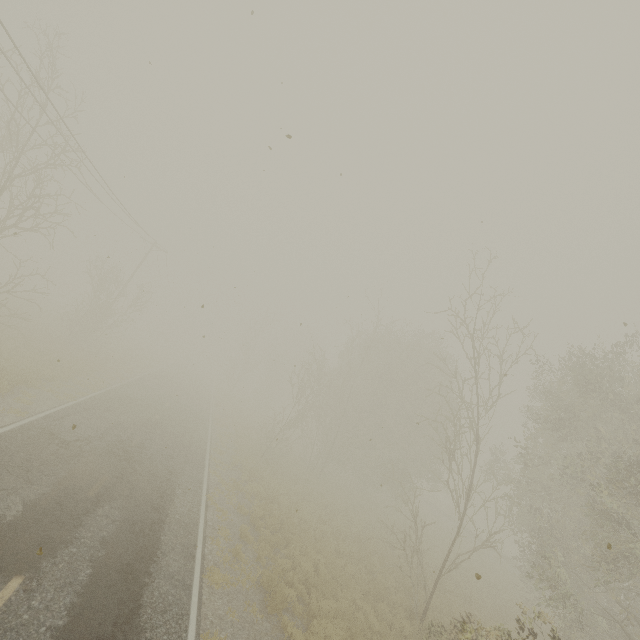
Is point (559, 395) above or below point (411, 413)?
above
